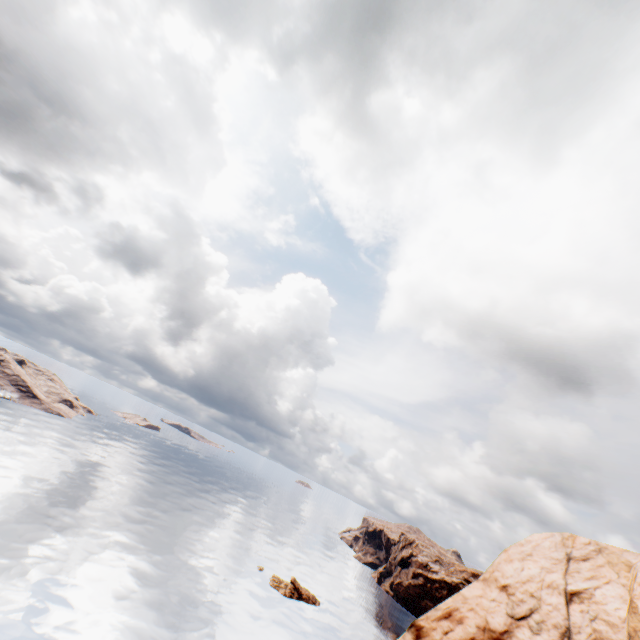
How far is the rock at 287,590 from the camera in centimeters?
5840cm

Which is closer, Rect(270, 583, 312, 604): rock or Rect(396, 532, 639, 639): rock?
Rect(396, 532, 639, 639): rock

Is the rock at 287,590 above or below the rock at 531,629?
below

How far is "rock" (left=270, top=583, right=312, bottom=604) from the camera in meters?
58.4

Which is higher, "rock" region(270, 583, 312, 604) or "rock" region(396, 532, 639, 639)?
"rock" region(396, 532, 639, 639)

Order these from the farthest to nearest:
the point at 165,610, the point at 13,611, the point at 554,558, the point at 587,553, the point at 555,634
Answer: the point at 165,610, the point at 554,558, the point at 587,553, the point at 555,634, the point at 13,611
